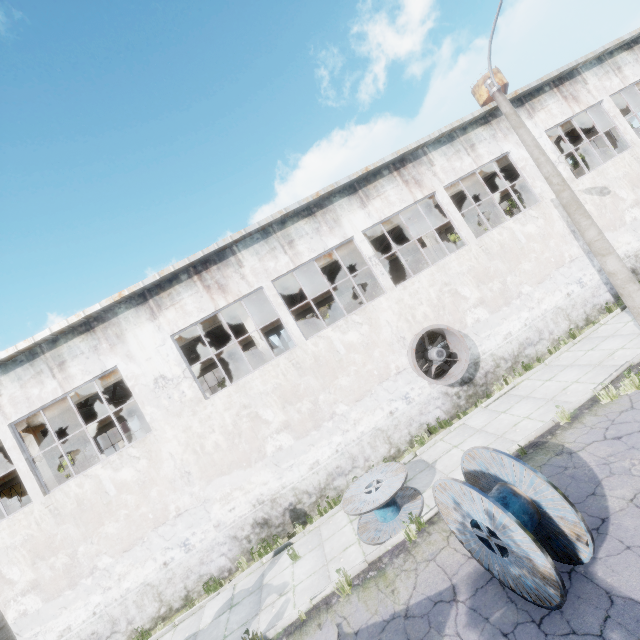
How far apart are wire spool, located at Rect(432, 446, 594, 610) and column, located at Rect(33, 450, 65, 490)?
14.18m

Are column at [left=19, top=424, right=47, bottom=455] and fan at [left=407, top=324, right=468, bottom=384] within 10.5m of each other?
no

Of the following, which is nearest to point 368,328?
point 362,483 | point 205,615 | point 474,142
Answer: point 362,483

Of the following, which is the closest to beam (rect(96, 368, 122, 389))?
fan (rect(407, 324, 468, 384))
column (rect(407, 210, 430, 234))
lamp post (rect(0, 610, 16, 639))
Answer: column (rect(407, 210, 430, 234))

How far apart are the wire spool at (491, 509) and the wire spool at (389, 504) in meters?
2.1 m

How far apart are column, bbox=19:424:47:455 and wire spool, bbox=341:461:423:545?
10.91m

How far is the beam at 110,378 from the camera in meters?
13.6 m

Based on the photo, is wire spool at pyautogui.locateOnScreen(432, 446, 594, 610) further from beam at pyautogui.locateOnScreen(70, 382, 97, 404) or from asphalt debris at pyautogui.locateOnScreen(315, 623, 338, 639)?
beam at pyautogui.locateOnScreen(70, 382, 97, 404)
